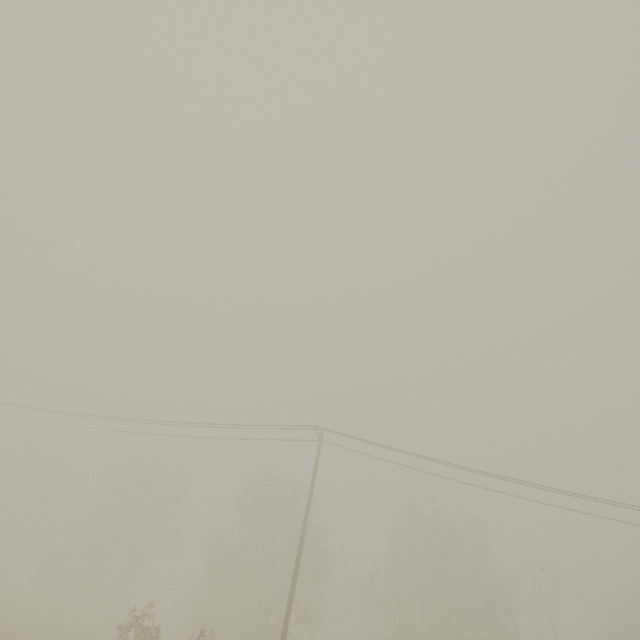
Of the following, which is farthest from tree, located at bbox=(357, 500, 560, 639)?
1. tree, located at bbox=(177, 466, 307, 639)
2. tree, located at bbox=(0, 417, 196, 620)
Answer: tree, located at bbox=(0, 417, 196, 620)

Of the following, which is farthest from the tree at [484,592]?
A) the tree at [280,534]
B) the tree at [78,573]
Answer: the tree at [78,573]

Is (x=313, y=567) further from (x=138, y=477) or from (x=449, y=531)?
(x=138, y=477)

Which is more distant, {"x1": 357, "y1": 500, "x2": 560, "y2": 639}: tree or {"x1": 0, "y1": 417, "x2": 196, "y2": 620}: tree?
{"x1": 0, "y1": 417, "x2": 196, "y2": 620}: tree

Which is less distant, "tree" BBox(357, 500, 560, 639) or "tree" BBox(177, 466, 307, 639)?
"tree" BBox(177, 466, 307, 639)
